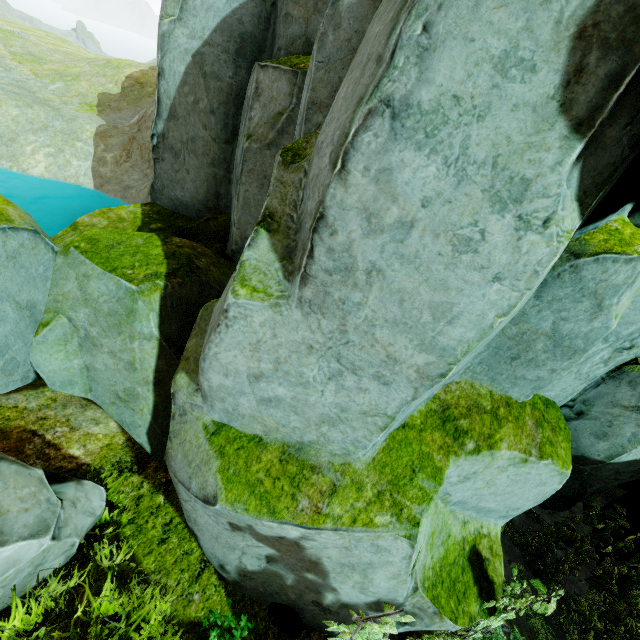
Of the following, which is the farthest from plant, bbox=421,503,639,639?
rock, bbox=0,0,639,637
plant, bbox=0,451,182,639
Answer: plant, bbox=0,451,182,639

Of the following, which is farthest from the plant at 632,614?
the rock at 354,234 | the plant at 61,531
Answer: the plant at 61,531

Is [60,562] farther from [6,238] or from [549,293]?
[549,293]

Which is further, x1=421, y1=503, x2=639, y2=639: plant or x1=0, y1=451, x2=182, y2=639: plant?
x1=421, y1=503, x2=639, y2=639: plant

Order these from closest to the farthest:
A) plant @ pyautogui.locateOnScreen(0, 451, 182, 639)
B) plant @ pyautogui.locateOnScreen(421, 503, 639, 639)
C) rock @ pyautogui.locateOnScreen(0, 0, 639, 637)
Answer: rock @ pyautogui.locateOnScreen(0, 0, 639, 637), plant @ pyautogui.locateOnScreen(0, 451, 182, 639), plant @ pyautogui.locateOnScreen(421, 503, 639, 639)
